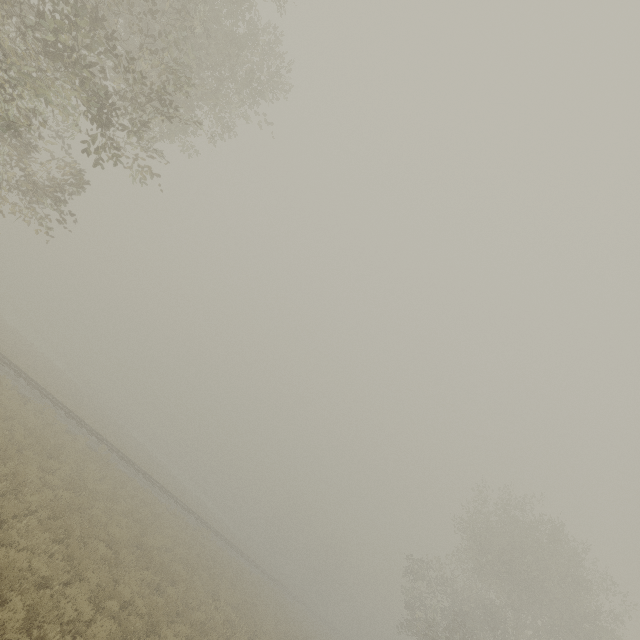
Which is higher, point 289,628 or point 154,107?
point 154,107
